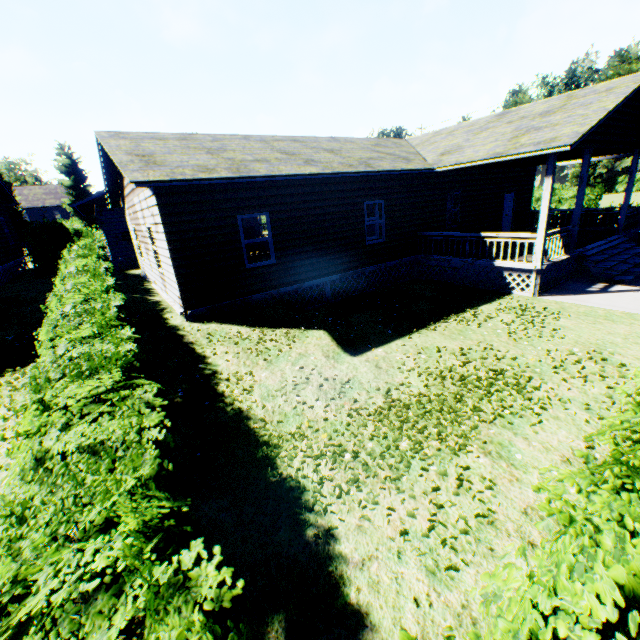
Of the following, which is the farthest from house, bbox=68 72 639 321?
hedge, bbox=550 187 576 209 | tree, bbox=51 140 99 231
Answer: hedge, bbox=550 187 576 209

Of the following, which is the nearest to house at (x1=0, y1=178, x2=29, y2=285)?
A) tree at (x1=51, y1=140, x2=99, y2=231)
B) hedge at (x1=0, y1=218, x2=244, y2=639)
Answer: hedge at (x1=0, y1=218, x2=244, y2=639)

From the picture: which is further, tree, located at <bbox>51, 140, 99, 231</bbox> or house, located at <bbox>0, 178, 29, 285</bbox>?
tree, located at <bbox>51, 140, 99, 231</bbox>

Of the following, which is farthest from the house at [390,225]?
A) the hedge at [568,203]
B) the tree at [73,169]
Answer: the hedge at [568,203]

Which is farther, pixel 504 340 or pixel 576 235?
pixel 576 235

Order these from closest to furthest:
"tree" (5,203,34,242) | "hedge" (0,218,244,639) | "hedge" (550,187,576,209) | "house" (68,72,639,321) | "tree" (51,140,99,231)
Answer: "hedge" (0,218,244,639) → "house" (68,72,639,321) → "hedge" (550,187,576,209) → "tree" (5,203,34,242) → "tree" (51,140,99,231)

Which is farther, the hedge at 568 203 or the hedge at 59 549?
the hedge at 568 203

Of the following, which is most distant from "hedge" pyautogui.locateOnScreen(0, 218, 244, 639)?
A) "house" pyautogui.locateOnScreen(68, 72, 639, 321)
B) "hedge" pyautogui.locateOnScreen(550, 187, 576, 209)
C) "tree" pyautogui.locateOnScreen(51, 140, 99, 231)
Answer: "hedge" pyautogui.locateOnScreen(550, 187, 576, 209)
